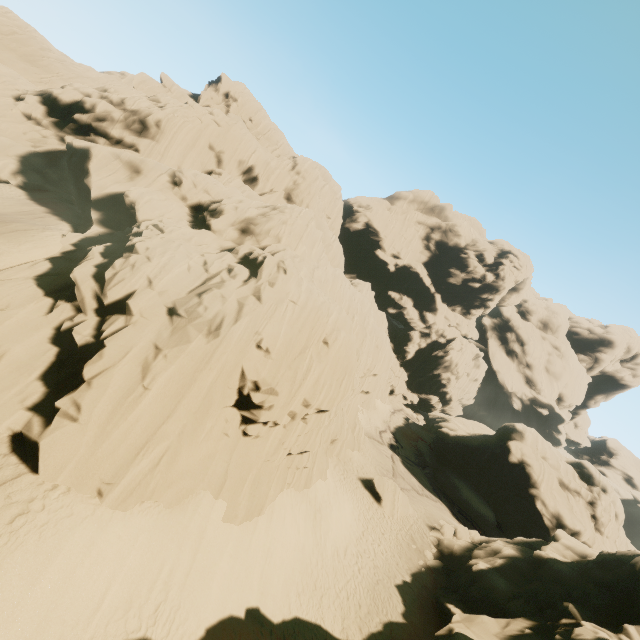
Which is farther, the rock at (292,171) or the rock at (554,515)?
the rock at (554,515)

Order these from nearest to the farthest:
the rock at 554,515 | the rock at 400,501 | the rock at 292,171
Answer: the rock at 292,171
the rock at 554,515
the rock at 400,501

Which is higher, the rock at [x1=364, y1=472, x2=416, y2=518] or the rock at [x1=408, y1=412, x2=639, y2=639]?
the rock at [x1=408, y1=412, x2=639, y2=639]

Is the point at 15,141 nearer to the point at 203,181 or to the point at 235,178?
the point at 203,181

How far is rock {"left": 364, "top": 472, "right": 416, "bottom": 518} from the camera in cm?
2566

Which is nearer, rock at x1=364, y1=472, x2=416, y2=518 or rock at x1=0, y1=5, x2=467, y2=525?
rock at x1=0, y1=5, x2=467, y2=525

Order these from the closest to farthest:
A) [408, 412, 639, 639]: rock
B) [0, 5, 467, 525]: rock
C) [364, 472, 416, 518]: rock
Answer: [0, 5, 467, 525]: rock, [408, 412, 639, 639]: rock, [364, 472, 416, 518]: rock
